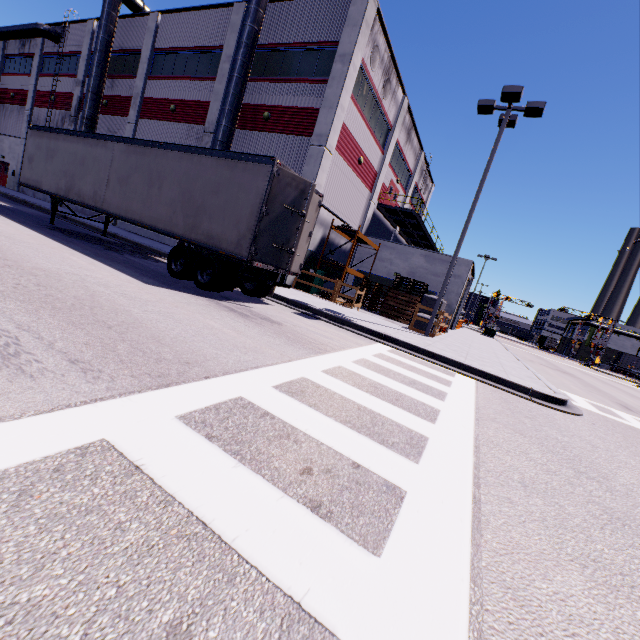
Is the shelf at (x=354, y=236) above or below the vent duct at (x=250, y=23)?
below

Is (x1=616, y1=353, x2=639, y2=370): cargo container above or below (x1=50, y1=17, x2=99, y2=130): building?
below

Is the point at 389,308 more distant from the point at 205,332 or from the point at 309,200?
the point at 205,332

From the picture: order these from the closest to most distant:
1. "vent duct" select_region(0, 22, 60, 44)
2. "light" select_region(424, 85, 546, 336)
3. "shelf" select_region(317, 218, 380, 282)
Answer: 1. "light" select_region(424, 85, 546, 336)
2. "shelf" select_region(317, 218, 380, 282)
3. "vent duct" select_region(0, 22, 60, 44)

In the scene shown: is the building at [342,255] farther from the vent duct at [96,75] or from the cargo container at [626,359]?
the cargo container at [626,359]

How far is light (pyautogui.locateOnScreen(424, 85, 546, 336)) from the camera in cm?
1209

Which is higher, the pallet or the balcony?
the balcony

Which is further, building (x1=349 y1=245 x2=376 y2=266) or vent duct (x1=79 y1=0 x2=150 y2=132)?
building (x1=349 y1=245 x2=376 y2=266)
